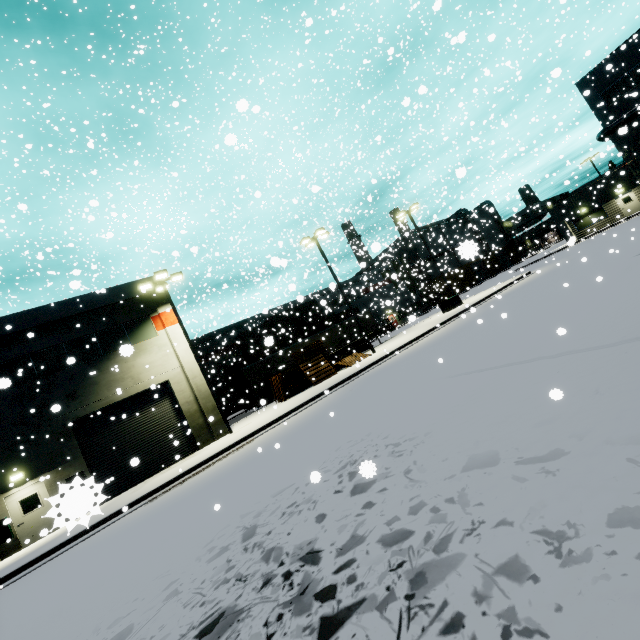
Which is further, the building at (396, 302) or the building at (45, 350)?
the building at (396, 302)

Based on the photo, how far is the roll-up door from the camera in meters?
16.8

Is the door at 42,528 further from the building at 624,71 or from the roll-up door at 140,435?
the roll-up door at 140,435

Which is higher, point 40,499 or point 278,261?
point 278,261

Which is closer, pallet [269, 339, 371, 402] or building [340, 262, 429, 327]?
pallet [269, 339, 371, 402]

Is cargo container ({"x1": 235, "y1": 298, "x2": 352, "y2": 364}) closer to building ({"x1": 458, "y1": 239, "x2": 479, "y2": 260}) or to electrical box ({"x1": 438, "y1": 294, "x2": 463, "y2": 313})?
building ({"x1": 458, "y1": 239, "x2": 479, "y2": 260})

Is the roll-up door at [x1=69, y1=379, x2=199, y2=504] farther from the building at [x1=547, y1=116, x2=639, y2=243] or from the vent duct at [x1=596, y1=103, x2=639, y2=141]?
the vent duct at [x1=596, y1=103, x2=639, y2=141]

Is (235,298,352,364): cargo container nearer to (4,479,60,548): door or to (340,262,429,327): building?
(340,262,429,327): building
